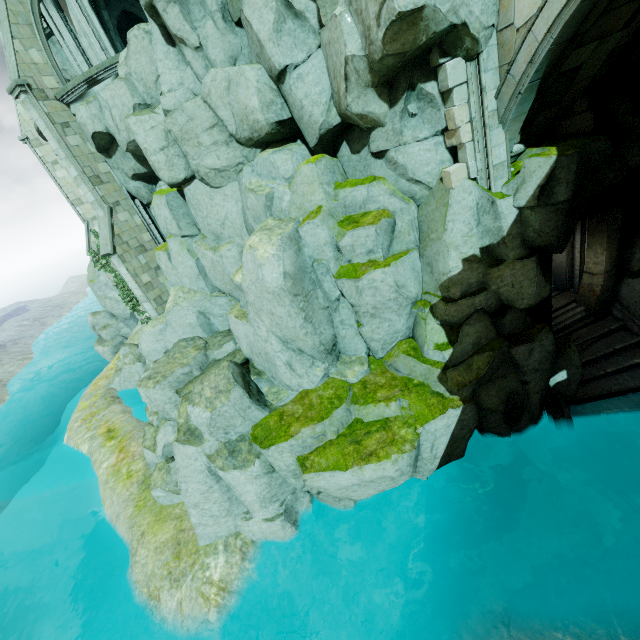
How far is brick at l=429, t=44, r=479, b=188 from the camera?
7.0m

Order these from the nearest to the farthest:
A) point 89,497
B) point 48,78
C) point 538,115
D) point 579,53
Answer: point 579,53 < point 538,115 < point 48,78 < point 89,497

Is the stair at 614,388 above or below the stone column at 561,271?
below

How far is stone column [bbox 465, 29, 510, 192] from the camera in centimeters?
700cm

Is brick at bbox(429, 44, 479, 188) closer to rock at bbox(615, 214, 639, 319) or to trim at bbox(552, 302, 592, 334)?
rock at bbox(615, 214, 639, 319)

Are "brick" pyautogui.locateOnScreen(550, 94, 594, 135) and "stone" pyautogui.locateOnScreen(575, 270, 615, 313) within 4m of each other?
no

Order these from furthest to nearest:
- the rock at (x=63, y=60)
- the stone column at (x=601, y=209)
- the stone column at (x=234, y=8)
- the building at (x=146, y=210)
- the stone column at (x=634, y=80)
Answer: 1. the rock at (x=63, y=60)
2. the building at (x=146, y=210)
3. the stone column at (x=601, y=209)
4. the stone column at (x=234, y=8)
5. the stone column at (x=634, y=80)

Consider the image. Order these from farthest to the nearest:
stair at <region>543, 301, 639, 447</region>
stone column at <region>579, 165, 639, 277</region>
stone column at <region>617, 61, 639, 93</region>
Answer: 1. stair at <region>543, 301, 639, 447</region>
2. stone column at <region>579, 165, 639, 277</region>
3. stone column at <region>617, 61, 639, 93</region>
